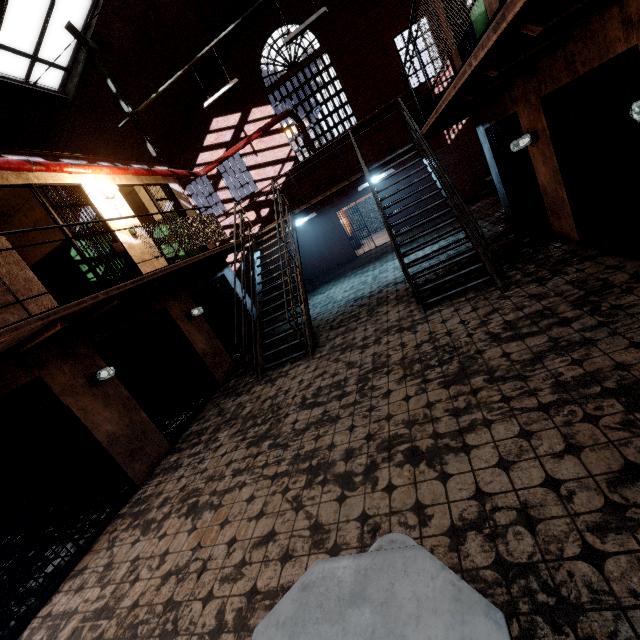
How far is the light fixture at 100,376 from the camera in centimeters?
532cm

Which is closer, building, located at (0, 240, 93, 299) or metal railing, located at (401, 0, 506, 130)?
metal railing, located at (401, 0, 506, 130)

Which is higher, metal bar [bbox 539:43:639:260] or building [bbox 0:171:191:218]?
building [bbox 0:171:191:218]

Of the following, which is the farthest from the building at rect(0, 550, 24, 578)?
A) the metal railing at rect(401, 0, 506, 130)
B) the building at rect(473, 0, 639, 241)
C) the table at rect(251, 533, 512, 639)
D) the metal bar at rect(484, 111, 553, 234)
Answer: the metal bar at rect(484, 111, 553, 234)

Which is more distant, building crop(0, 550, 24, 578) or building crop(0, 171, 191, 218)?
building crop(0, 171, 191, 218)

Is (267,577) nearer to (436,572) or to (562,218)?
(436,572)

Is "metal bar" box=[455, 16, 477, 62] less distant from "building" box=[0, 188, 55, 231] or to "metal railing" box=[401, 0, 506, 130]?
"metal railing" box=[401, 0, 506, 130]

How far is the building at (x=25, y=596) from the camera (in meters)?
4.04
